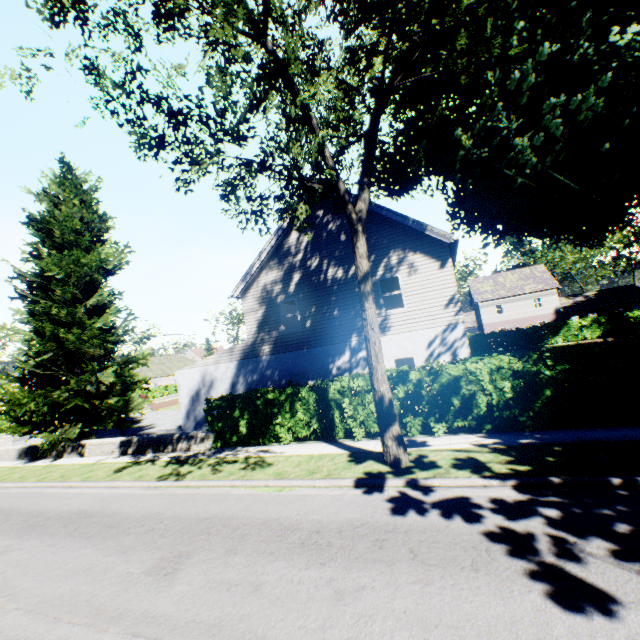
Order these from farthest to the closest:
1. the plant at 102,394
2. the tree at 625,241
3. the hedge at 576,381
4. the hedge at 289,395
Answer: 1. the tree at 625,241
2. the plant at 102,394
3. the hedge at 289,395
4. the hedge at 576,381

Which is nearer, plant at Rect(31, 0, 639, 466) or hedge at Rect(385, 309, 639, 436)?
plant at Rect(31, 0, 639, 466)

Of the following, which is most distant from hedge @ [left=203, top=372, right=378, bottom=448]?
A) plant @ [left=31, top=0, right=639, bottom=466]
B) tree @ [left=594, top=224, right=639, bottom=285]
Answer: tree @ [left=594, top=224, right=639, bottom=285]

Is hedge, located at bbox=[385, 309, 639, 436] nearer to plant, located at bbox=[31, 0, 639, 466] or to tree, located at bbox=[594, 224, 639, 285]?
plant, located at bbox=[31, 0, 639, 466]

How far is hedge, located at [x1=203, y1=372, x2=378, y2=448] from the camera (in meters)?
11.09

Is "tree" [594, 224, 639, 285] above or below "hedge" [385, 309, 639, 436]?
above

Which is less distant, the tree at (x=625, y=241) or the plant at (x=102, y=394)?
the plant at (x=102, y=394)

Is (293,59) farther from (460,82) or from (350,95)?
(460,82)
